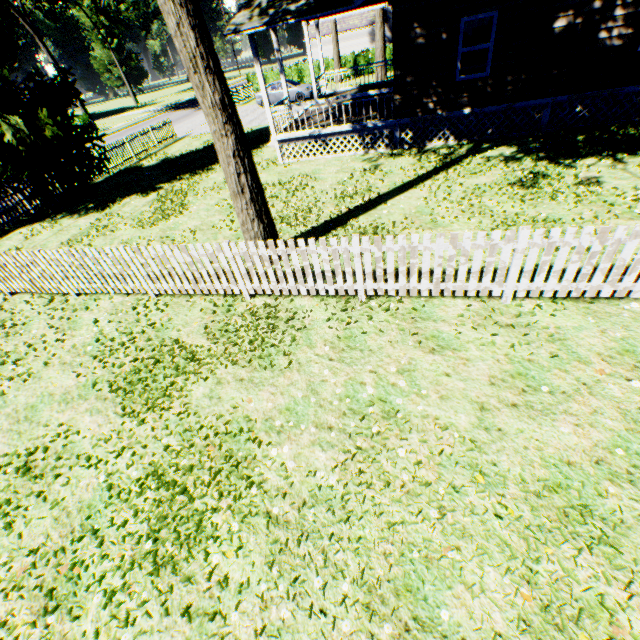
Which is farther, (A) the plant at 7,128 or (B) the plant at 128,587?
(A) the plant at 7,128

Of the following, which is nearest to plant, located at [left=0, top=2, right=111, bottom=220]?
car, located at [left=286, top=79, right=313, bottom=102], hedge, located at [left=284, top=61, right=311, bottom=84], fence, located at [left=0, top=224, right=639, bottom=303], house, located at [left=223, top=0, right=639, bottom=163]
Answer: fence, located at [left=0, top=224, right=639, bottom=303]

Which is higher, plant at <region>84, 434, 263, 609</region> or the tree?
the tree

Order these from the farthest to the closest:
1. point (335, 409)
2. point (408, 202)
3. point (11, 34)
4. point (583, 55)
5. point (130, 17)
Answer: point (130, 17), point (11, 34), point (583, 55), point (408, 202), point (335, 409)

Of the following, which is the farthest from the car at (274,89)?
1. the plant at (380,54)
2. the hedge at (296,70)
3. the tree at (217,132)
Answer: the tree at (217,132)

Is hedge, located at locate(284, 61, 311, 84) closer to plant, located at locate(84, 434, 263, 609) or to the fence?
the fence

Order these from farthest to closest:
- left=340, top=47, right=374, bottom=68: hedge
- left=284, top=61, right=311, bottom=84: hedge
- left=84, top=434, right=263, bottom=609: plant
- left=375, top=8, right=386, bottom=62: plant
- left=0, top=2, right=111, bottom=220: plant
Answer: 1. left=284, top=61, right=311, bottom=84: hedge
2. left=340, top=47, right=374, bottom=68: hedge
3. left=375, top=8, right=386, bottom=62: plant
4. left=0, top=2, right=111, bottom=220: plant
5. left=84, top=434, right=263, bottom=609: plant

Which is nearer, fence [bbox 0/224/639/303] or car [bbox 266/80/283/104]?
fence [bbox 0/224/639/303]
